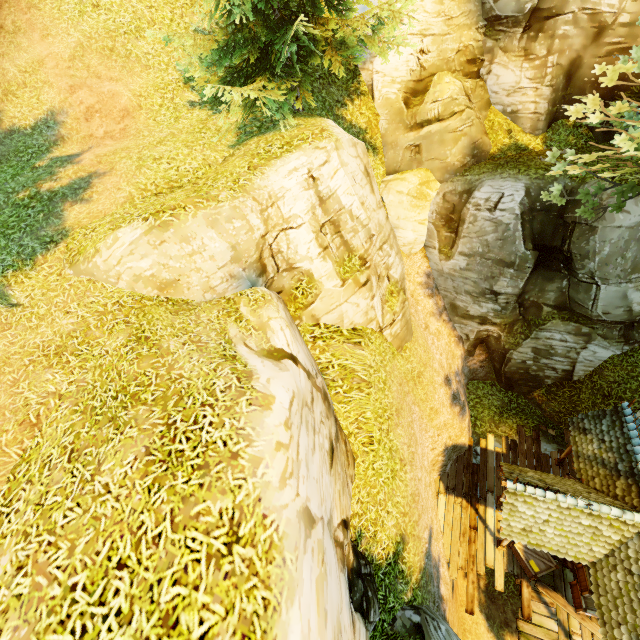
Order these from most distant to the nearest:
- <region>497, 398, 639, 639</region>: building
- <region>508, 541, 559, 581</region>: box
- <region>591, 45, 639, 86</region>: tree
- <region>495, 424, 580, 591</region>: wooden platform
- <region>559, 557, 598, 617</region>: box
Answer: <region>495, 424, 580, 591</region>: wooden platform < <region>508, 541, 559, 581</region>: box < <region>559, 557, 598, 617</region>: box < <region>497, 398, 639, 639</region>: building < <region>591, 45, 639, 86</region>: tree

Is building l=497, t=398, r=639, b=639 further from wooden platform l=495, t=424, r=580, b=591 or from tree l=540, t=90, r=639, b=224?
→ tree l=540, t=90, r=639, b=224

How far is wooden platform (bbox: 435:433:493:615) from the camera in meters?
12.2 m

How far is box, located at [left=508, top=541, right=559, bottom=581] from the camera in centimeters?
1124cm

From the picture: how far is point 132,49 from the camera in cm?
1204

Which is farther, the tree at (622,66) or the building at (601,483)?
the building at (601,483)

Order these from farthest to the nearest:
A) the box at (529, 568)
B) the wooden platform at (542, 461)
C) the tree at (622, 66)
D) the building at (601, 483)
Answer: the wooden platform at (542, 461)
the box at (529, 568)
the building at (601, 483)
the tree at (622, 66)

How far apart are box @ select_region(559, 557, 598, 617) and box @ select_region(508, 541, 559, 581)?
0.5 meters
